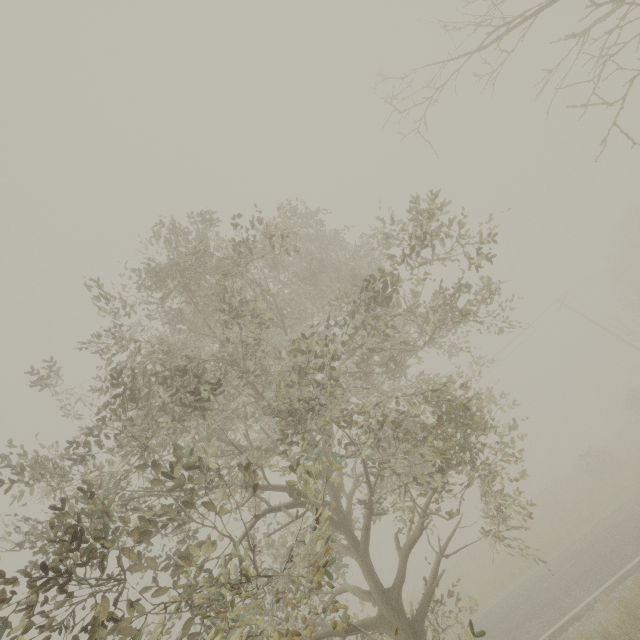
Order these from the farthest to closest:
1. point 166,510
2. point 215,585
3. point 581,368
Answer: point 581,368 → point 166,510 → point 215,585

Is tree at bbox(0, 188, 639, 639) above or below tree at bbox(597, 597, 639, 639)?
above

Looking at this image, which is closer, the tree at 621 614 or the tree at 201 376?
the tree at 201 376

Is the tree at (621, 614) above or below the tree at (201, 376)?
below

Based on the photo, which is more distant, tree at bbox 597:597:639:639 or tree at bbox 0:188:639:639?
tree at bbox 597:597:639:639
